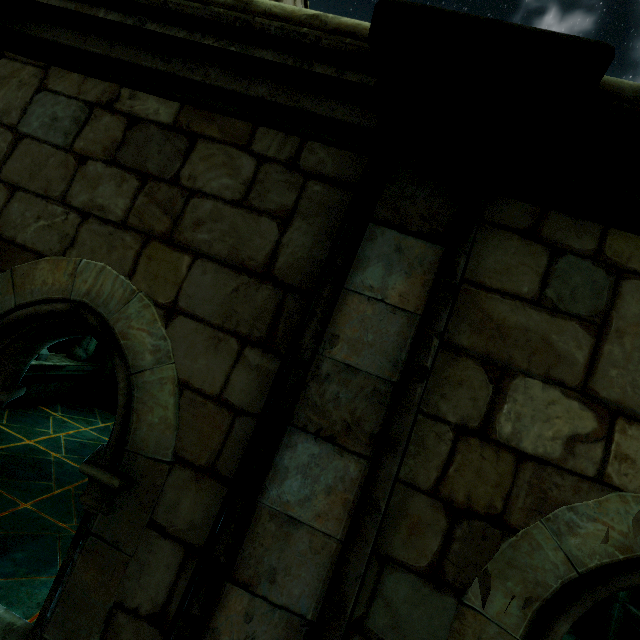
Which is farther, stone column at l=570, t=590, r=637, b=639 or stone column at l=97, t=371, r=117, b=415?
stone column at l=97, t=371, r=117, b=415

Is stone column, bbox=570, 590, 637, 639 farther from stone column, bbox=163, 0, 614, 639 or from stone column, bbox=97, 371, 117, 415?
stone column, bbox=97, 371, 117, 415

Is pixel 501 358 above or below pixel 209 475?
above

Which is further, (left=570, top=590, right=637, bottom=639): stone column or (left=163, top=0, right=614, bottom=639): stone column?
(left=570, top=590, right=637, bottom=639): stone column

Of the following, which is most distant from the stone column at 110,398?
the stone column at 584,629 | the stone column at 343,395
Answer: the stone column at 584,629

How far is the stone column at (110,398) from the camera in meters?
7.6 m

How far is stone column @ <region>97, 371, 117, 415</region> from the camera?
7.6m
